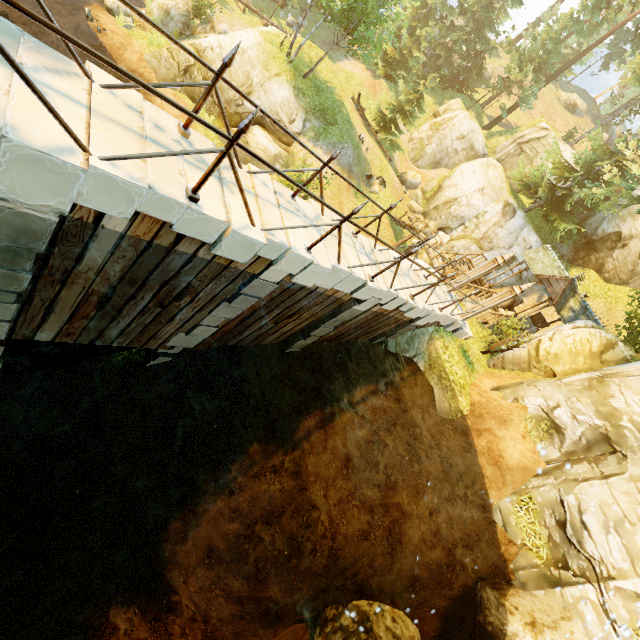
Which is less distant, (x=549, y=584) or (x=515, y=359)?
(x=549, y=584)

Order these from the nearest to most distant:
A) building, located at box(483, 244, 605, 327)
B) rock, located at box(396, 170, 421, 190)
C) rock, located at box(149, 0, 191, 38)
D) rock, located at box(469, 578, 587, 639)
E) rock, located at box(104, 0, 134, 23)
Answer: rock, located at box(469, 578, 587, 639) → building, located at box(483, 244, 605, 327) → rock, located at box(104, 0, 134, 23) → rock, located at box(149, 0, 191, 38) → rock, located at box(396, 170, 421, 190)

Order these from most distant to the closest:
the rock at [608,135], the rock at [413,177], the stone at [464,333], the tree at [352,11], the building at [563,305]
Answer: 1. the rock at [608,135]
2. the rock at [413,177]
3. the tree at [352,11]
4. the building at [563,305]
5. the stone at [464,333]

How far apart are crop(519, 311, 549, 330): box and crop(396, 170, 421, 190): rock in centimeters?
1677cm

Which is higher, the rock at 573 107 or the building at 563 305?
the rock at 573 107

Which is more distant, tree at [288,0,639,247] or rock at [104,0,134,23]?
tree at [288,0,639,247]

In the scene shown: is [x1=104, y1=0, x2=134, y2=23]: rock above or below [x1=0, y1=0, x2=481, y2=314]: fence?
below

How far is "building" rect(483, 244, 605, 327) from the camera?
18.3 meters
